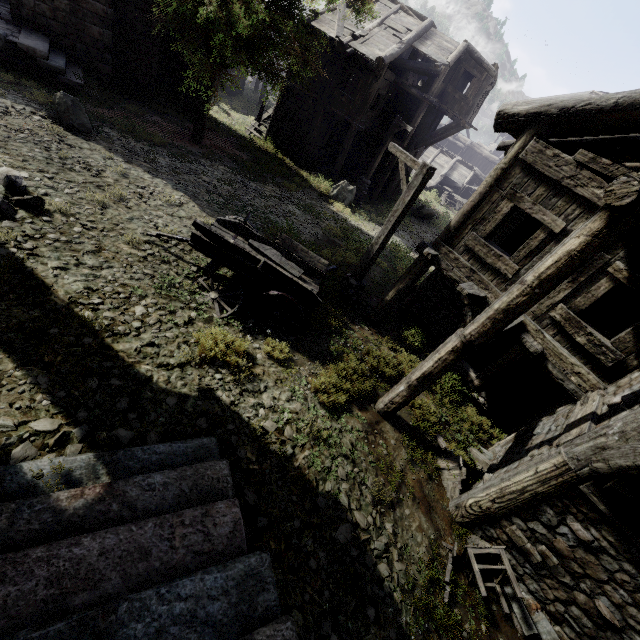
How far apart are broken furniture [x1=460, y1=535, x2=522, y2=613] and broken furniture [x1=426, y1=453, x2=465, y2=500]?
0.9 meters

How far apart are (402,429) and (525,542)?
2.64m

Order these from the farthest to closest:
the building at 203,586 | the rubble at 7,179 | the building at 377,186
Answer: the building at 377,186
the rubble at 7,179
the building at 203,586

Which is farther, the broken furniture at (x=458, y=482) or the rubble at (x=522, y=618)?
the broken furniture at (x=458, y=482)

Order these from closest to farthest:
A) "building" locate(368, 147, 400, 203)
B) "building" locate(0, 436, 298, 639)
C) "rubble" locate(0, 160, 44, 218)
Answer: "building" locate(0, 436, 298, 639) → "rubble" locate(0, 160, 44, 218) → "building" locate(368, 147, 400, 203)

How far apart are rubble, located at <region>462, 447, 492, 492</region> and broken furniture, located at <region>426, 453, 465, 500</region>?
0.1m

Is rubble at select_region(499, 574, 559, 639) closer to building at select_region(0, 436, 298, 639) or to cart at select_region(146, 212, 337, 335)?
building at select_region(0, 436, 298, 639)

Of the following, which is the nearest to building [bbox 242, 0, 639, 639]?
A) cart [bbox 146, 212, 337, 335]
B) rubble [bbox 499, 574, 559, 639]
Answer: rubble [bbox 499, 574, 559, 639]
